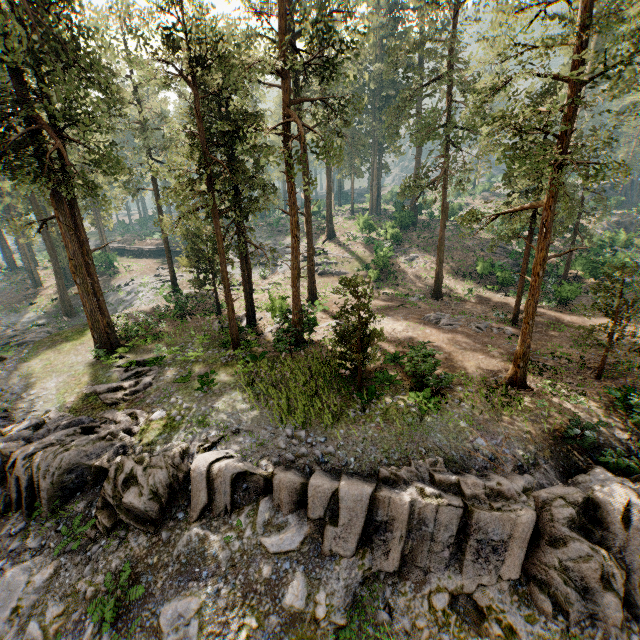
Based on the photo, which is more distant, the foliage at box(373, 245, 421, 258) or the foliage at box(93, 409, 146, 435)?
the foliage at box(373, 245, 421, 258)

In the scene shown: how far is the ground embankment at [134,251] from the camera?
55.06m

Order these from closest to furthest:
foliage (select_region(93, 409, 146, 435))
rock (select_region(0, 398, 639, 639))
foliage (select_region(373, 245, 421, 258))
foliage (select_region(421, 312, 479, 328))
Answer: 1. rock (select_region(0, 398, 639, 639))
2. foliage (select_region(93, 409, 146, 435))
3. foliage (select_region(421, 312, 479, 328))
4. foliage (select_region(373, 245, 421, 258))

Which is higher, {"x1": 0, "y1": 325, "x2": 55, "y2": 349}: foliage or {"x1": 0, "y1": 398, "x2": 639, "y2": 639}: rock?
{"x1": 0, "y1": 398, "x2": 639, "y2": 639}: rock

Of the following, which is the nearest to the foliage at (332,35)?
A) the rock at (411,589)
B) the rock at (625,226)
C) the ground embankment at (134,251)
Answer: the rock at (411,589)

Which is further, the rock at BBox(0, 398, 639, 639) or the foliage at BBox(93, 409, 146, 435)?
the foliage at BBox(93, 409, 146, 435)

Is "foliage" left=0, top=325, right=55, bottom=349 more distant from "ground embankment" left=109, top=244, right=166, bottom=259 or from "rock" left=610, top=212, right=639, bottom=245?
"rock" left=610, top=212, right=639, bottom=245

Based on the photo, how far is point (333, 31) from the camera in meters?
16.5
